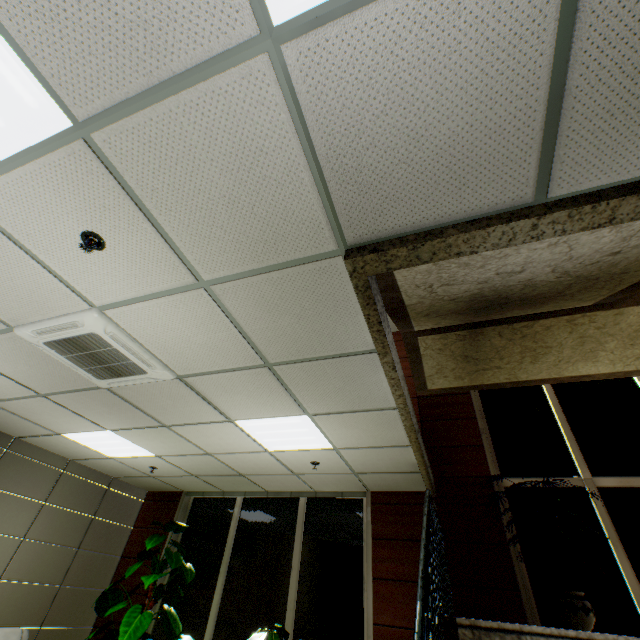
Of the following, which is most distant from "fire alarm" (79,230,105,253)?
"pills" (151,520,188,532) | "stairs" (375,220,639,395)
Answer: "pills" (151,520,188,532)

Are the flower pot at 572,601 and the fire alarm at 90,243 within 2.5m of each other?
no

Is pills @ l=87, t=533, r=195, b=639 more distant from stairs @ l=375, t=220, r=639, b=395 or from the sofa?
stairs @ l=375, t=220, r=639, b=395

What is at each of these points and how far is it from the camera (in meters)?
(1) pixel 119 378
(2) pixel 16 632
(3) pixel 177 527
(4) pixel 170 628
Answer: (1) air conditioning vent, 3.19
(2) sofa, 4.62
(3) pills, 5.60
(4) pills, 5.03

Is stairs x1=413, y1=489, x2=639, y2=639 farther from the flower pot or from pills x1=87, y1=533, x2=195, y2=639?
pills x1=87, y1=533, x2=195, y2=639

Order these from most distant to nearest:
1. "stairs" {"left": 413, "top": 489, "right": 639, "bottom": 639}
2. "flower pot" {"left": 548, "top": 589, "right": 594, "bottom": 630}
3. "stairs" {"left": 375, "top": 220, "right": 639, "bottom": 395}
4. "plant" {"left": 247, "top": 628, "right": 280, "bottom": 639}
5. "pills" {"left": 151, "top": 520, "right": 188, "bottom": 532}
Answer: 1. "pills" {"left": 151, "top": 520, "right": 188, "bottom": 532}
2. "plant" {"left": 247, "top": 628, "right": 280, "bottom": 639}
3. "flower pot" {"left": 548, "top": 589, "right": 594, "bottom": 630}
4. "stairs" {"left": 375, "top": 220, "right": 639, "bottom": 395}
5. "stairs" {"left": 413, "top": 489, "right": 639, "bottom": 639}

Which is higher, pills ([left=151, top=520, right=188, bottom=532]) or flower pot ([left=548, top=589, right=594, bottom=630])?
pills ([left=151, top=520, right=188, bottom=532])

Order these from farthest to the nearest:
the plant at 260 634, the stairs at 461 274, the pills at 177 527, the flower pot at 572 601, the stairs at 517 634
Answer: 1. the pills at 177 527
2. the plant at 260 634
3. the flower pot at 572 601
4. the stairs at 461 274
5. the stairs at 517 634
